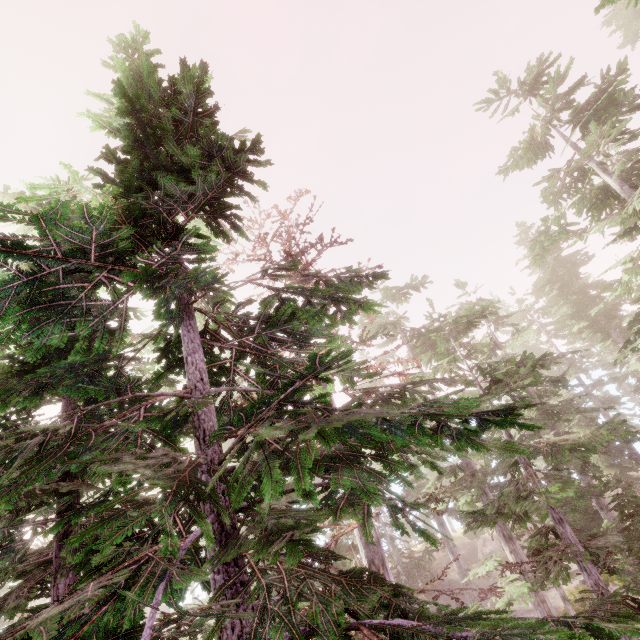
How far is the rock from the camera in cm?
3219

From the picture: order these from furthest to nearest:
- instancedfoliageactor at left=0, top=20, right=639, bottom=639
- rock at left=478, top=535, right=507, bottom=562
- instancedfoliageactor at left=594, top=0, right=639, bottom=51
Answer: rock at left=478, top=535, right=507, bottom=562 → instancedfoliageactor at left=594, top=0, right=639, bottom=51 → instancedfoliageactor at left=0, top=20, right=639, bottom=639

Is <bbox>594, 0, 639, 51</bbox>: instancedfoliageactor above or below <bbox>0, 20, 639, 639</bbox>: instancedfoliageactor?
above

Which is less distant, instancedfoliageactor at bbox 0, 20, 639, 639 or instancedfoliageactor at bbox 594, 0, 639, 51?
instancedfoliageactor at bbox 0, 20, 639, 639

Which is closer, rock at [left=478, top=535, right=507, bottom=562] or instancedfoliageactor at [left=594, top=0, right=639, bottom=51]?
instancedfoliageactor at [left=594, top=0, right=639, bottom=51]

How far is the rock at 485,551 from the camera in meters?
32.2

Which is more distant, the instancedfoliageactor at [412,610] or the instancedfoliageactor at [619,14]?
the instancedfoliageactor at [619,14]

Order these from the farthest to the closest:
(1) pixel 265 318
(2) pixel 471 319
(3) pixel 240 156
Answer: (2) pixel 471 319
(1) pixel 265 318
(3) pixel 240 156
